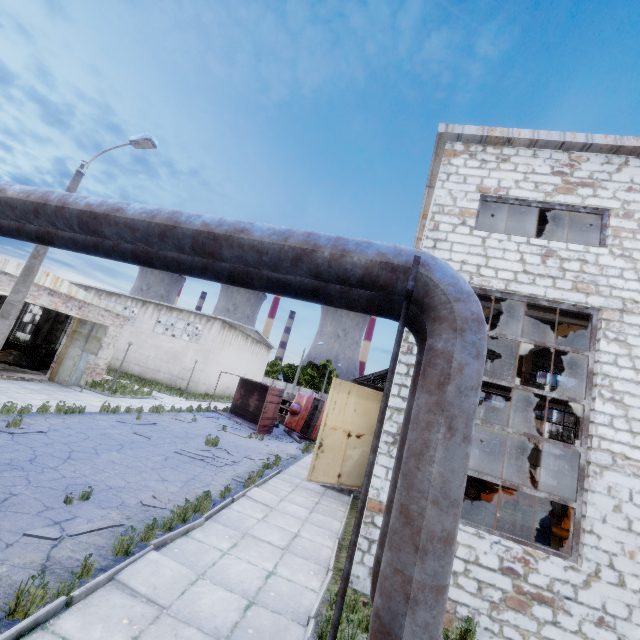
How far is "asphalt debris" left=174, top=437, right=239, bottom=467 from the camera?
12.0 meters

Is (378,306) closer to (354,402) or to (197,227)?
(197,227)

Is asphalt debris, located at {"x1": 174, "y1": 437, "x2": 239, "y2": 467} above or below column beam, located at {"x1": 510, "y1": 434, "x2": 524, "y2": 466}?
below

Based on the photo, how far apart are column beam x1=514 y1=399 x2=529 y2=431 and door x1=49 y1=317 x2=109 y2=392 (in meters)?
26.80

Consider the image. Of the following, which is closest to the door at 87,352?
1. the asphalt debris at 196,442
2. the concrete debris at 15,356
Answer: A: the concrete debris at 15,356

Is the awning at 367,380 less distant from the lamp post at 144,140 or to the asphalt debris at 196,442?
the asphalt debris at 196,442

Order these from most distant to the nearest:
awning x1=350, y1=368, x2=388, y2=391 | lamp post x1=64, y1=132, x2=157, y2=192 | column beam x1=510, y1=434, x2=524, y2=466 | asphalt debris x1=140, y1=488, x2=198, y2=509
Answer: column beam x1=510, y1=434, x2=524, y2=466 < awning x1=350, y1=368, x2=388, y2=391 < lamp post x1=64, y1=132, x2=157, y2=192 < asphalt debris x1=140, y1=488, x2=198, y2=509

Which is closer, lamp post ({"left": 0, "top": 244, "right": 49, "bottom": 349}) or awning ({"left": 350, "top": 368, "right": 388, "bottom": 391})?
lamp post ({"left": 0, "top": 244, "right": 49, "bottom": 349})
